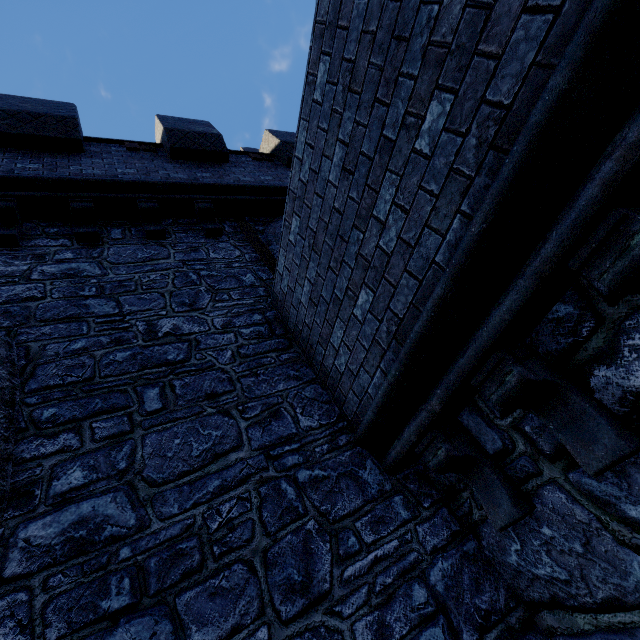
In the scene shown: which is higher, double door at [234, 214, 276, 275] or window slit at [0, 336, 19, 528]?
double door at [234, 214, 276, 275]

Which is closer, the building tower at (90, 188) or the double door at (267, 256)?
the building tower at (90, 188)

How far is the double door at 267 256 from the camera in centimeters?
562cm

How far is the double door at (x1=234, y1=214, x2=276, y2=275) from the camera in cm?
562

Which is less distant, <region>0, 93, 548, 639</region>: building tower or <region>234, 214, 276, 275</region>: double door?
<region>0, 93, 548, 639</region>: building tower

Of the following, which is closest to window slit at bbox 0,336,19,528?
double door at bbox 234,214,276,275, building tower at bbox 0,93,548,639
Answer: building tower at bbox 0,93,548,639

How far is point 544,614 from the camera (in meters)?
2.56
